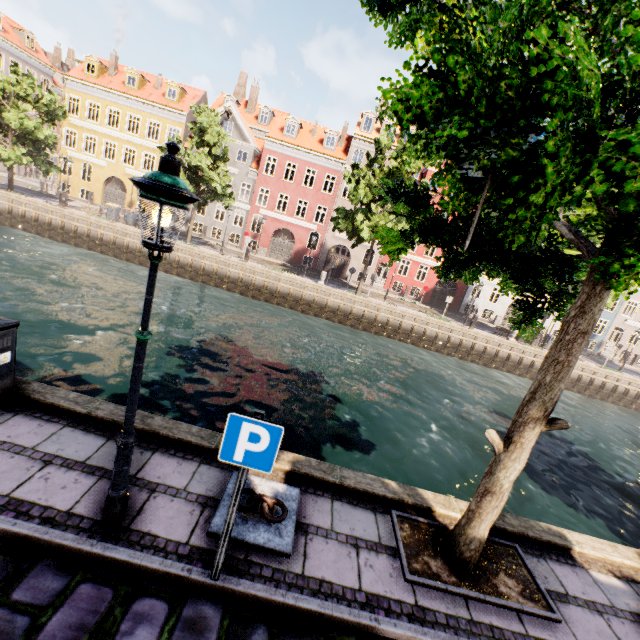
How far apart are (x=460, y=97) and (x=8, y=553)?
5.3m

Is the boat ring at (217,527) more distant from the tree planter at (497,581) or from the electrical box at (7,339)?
the electrical box at (7,339)

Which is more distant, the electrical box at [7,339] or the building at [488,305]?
the building at [488,305]

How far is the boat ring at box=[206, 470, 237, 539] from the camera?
3.66m

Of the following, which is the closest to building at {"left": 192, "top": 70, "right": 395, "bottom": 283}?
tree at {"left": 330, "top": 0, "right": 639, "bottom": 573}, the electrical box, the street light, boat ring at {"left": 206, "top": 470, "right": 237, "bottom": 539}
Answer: tree at {"left": 330, "top": 0, "right": 639, "bottom": 573}

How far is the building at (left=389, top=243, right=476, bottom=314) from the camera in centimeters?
3366cm

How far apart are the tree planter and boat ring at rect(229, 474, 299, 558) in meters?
1.4 m

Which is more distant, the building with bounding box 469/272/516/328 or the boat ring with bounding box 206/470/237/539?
the building with bounding box 469/272/516/328
